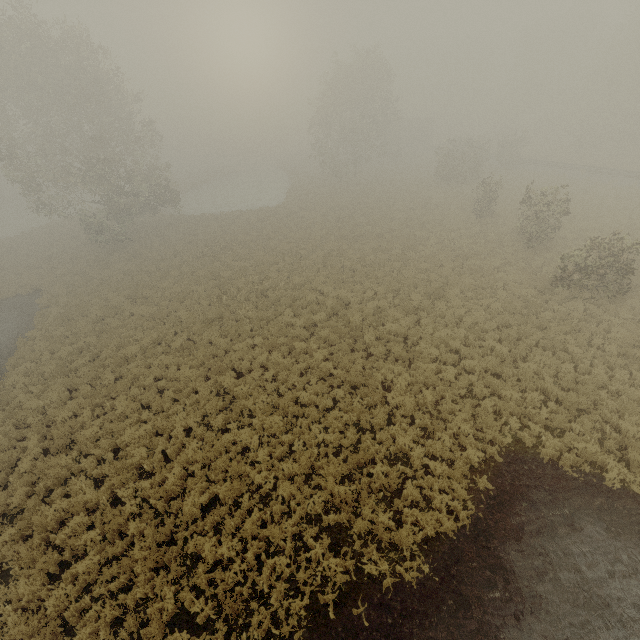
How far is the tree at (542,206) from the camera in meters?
18.5

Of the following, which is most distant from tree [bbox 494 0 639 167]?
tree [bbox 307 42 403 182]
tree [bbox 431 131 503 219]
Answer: tree [bbox 307 42 403 182]

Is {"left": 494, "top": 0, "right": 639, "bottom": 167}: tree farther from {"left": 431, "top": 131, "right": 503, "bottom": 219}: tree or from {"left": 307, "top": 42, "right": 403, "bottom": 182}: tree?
{"left": 307, "top": 42, "right": 403, "bottom": 182}: tree

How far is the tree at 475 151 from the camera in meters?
25.6

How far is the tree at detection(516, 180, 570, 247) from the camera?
18.5m

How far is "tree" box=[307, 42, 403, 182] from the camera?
37.2m

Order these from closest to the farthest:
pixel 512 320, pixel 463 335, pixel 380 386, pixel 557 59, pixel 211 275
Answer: pixel 380 386
pixel 463 335
pixel 512 320
pixel 211 275
pixel 557 59
